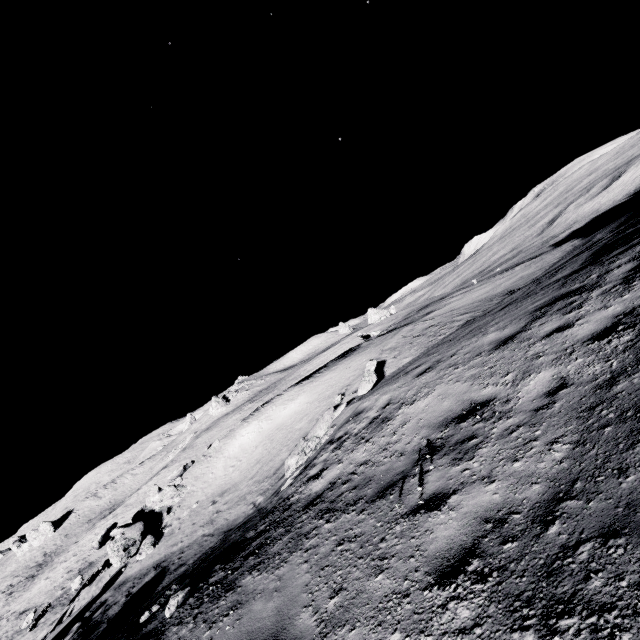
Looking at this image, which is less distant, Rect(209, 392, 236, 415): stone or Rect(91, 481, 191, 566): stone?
Rect(91, 481, 191, 566): stone

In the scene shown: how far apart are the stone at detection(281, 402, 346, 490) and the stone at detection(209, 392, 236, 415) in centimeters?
4854cm

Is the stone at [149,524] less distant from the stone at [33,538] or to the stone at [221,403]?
the stone at [221,403]

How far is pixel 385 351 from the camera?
14.7m

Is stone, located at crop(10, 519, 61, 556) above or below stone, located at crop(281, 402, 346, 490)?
above

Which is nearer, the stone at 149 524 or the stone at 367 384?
the stone at 367 384

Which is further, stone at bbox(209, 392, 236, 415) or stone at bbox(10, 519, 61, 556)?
stone at bbox(209, 392, 236, 415)

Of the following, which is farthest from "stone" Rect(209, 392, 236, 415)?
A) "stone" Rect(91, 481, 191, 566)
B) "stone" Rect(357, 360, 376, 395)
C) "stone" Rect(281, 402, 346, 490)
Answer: "stone" Rect(357, 360, 376, 395)
